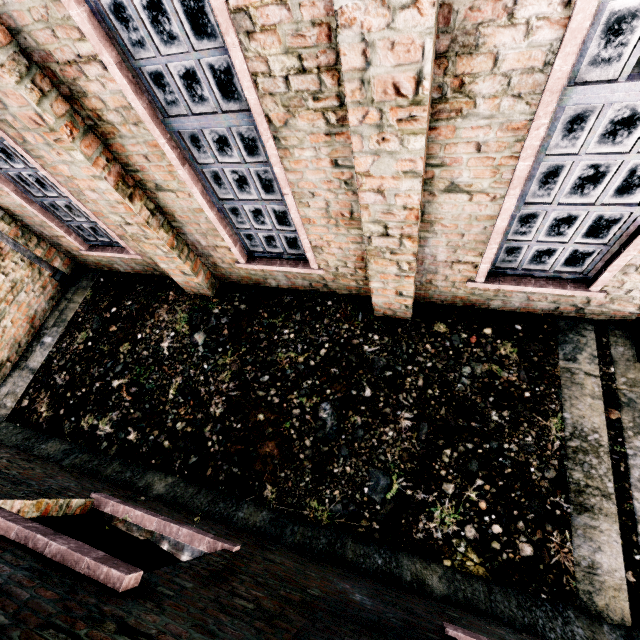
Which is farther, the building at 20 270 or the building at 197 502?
the building at 20 270

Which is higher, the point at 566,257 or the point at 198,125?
the point at 198,125

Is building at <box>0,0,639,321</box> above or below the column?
above

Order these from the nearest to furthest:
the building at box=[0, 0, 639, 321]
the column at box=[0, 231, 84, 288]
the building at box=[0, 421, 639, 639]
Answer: the building at box=[0, 421, 639, 639], the building at box=[0, 0, 639, 321], the column at box=[0, 231, 84, 288]

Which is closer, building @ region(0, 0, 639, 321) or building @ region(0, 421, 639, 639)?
building @ region(0, 421, 639, 639)
